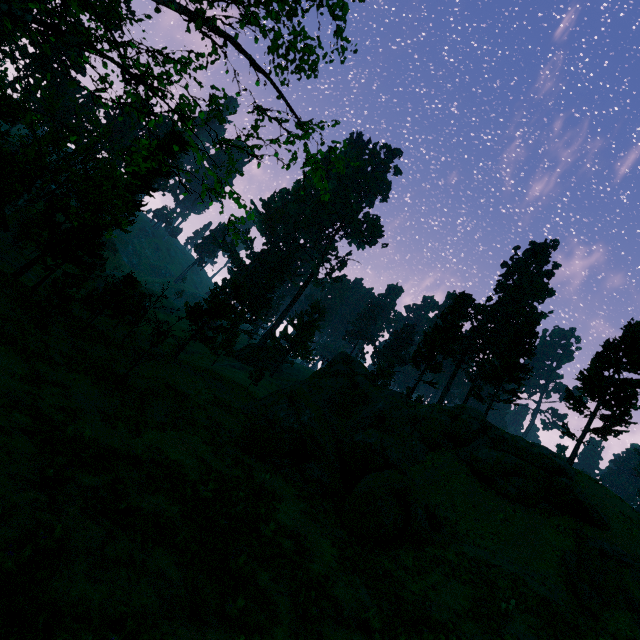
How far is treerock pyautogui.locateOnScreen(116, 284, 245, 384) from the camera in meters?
20.2 m

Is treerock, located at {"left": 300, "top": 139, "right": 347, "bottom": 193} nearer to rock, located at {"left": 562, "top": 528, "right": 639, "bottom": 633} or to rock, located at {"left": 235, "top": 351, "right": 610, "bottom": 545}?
rock, located at {"left": 235, "top": 351, "right": 610, "bottom": 545}

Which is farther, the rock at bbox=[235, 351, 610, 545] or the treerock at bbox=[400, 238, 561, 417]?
the treerock at bbox=[400, 238, 561, 417]

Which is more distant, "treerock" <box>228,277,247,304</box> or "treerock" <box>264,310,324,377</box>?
"treerock" <box>264,310,324,377</box>

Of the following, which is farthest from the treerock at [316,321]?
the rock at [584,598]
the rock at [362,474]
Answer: the rock at [584,598]

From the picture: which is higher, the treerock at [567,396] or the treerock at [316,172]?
the treerock at [567,396]

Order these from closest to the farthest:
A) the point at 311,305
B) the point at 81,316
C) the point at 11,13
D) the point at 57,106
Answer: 1. the point at 11,13
2. the point at 57,106
3. the point at 81,316
4. the point at 311,305
